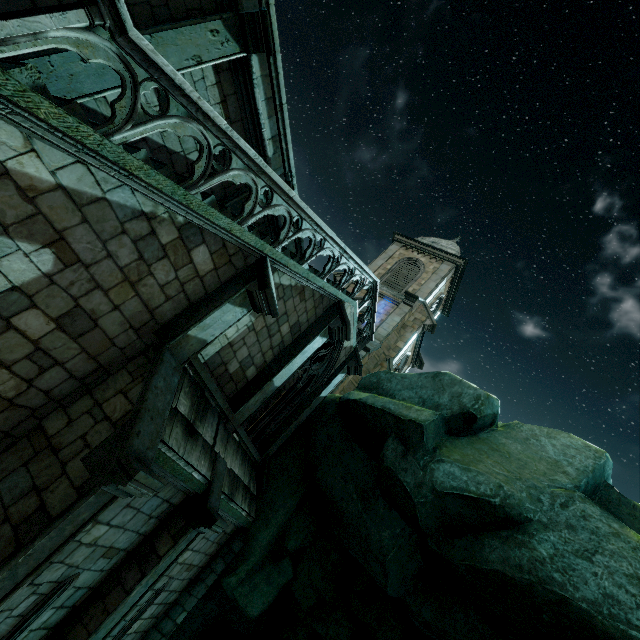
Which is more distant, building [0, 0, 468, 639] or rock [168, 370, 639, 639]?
rock [168, 370, 639, 639]

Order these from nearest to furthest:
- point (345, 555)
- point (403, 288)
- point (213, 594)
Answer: point (213, 594)
point (345, 555)
point (403, 288)

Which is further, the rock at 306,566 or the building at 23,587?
the rock at 306,566
